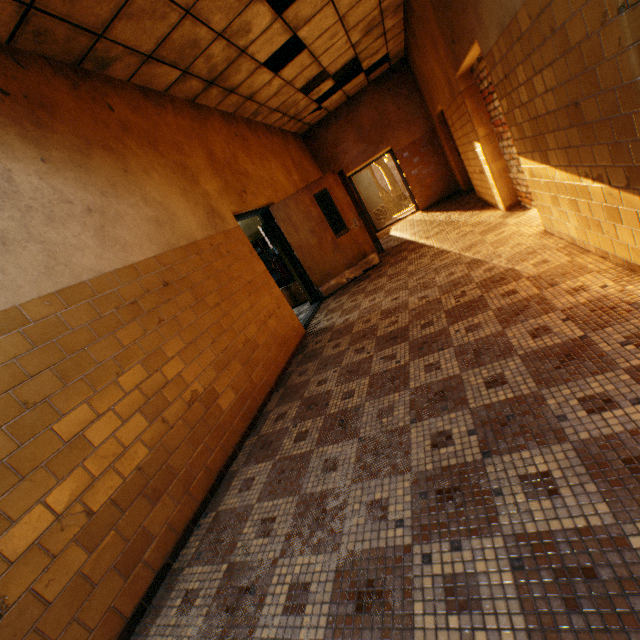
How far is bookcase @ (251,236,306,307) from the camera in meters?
7.4

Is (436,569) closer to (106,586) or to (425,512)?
(425,512)

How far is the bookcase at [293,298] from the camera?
7.4 meters
